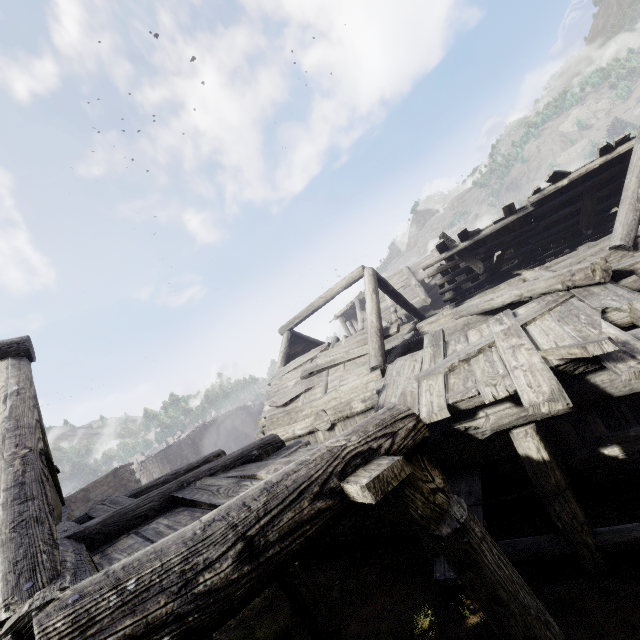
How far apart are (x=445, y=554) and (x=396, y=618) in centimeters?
429cm

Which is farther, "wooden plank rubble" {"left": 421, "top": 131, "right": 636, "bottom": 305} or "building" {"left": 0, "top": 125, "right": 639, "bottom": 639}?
"wooden plank rubble" {"left": 421, "top": 131, "right": 636, "bottom": 305}

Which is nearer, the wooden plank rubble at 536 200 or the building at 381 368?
the building at 381 368
